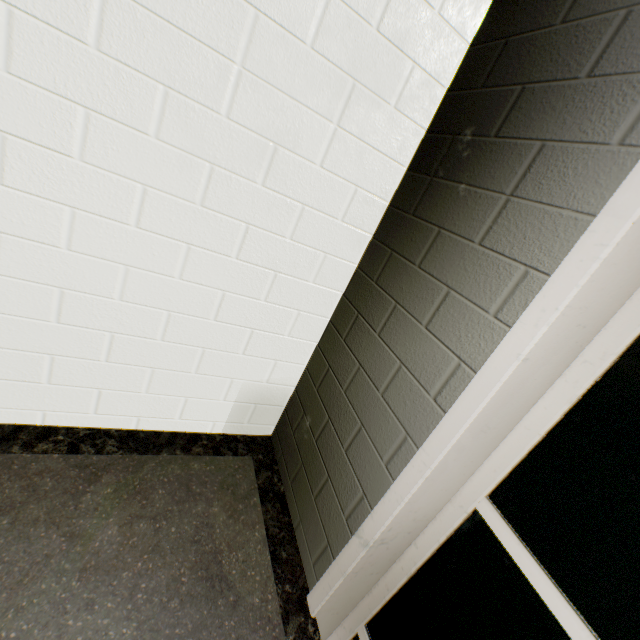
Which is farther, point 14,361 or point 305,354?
point 305,354
